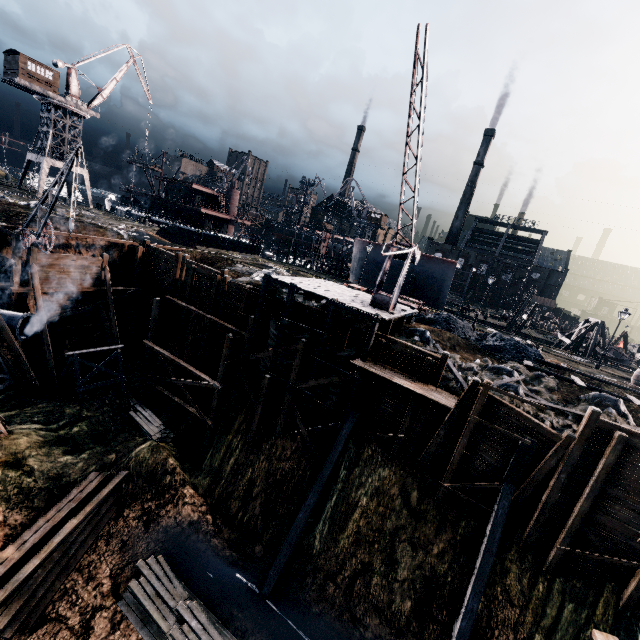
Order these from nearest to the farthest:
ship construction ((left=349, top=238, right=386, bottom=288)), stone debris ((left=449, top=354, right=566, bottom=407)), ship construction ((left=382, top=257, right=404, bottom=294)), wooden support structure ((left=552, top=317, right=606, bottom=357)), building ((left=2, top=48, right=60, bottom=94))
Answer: stone debris ((left=449, top=354, right=566, bottom=407)) → wooden support structure ((left=552, top=317, right=606, bottom=357)) → building ((left=2, top=48, right=60, bottom=94)) → ship construction ((left=382, top=257, right=404, bottom=294)) → ship construction ((left=349, top=238, right=386, bottom=288))

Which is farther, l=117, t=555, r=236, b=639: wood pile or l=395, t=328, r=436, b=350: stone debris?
l=395, t=328, r=436, b=350: stone debris

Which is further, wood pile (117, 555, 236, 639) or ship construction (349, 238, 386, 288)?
ship construction (349, 238, 386, 288)

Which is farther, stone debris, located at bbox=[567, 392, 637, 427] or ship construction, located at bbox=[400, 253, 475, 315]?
ship construction, located at bbox=[400, 253, 475, 315]

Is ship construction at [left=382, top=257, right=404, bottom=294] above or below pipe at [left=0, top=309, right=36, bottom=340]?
above

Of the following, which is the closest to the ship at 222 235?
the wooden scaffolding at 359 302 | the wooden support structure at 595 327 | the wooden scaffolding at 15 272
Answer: the wooden scaffolding at 15 272

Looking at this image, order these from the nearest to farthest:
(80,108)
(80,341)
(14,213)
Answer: (14,213)
(80,341)
(80,108)

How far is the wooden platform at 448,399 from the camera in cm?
1642
